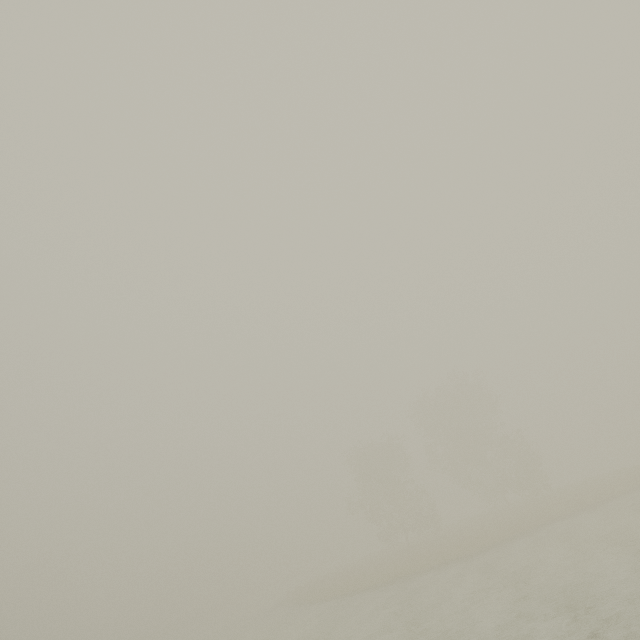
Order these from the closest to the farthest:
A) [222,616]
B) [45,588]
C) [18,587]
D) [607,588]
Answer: [607,588], [222,616], [18,587], [45,588]
